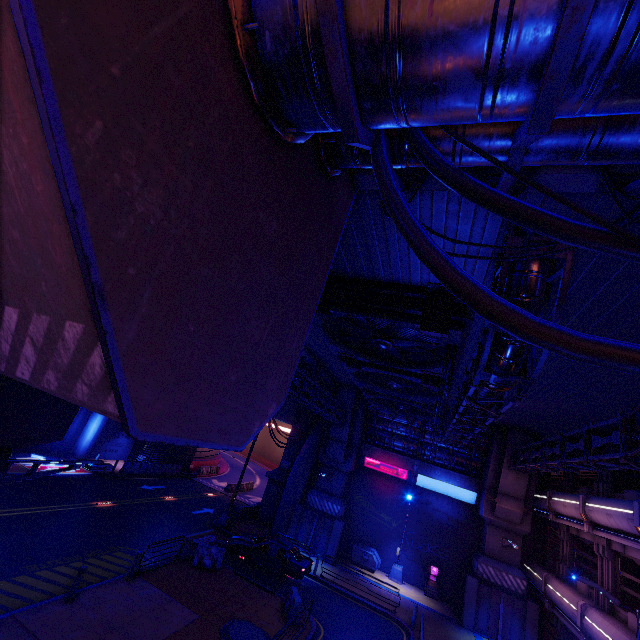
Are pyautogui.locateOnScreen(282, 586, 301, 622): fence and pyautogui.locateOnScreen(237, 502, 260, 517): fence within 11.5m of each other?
no

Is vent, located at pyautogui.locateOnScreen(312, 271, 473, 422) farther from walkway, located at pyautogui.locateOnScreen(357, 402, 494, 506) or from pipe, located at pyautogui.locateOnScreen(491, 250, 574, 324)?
walkway, located at pyautogui.locateOnScreen(357, 402, 494, 506)

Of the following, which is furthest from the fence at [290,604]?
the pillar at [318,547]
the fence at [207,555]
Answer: the pillar at [318,547]

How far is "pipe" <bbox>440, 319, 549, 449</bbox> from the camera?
6.4m

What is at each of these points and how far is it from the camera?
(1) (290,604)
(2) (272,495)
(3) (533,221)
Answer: (1) fence, 15.1m
(2) wall arch, 28.9m
(3) cable, 2.9m

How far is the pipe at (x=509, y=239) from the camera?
5.9 meters

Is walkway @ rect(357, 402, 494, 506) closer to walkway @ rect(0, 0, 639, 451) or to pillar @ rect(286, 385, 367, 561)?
pillar @ rect(286, 385, 367, 561)

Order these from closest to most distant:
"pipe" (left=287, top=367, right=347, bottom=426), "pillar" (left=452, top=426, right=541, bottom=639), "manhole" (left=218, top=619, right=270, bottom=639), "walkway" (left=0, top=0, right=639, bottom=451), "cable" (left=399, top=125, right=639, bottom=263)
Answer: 1. "walkway" (left=0, top=0, right=639, bottom=451)
2. "cable" (left=399, top=125, right=639, bottom=263)
3. "manhole" (left=218, top=619, right=270, bottom=639)
4. "pipe" (left=287, top=367, right=347, bottom=426)
5. "pillar" (left=452, top=426, right=541, bottom=639)
